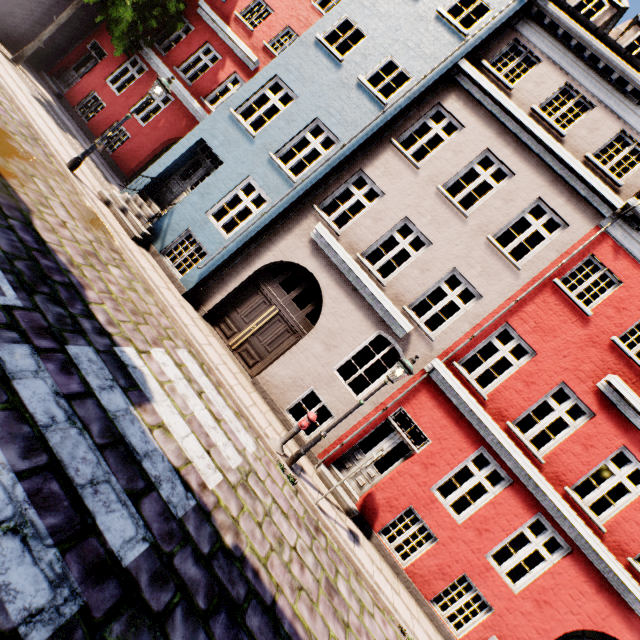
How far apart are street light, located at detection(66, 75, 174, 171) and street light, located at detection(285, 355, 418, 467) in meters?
9.5

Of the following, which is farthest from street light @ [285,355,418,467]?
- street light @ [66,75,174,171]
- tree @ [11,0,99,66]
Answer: tree @ [11,0,99,66]

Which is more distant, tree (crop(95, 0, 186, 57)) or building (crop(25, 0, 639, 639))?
tree (crop(95, 0, 186, 57))

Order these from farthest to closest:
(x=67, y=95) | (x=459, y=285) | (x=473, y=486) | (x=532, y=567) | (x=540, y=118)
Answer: (x=473, y=486) < (x=459, y=285) < (x=67, y=95) < (x=532, y=567) < (x=540, y=118)

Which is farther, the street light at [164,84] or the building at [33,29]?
the building at [33,29]

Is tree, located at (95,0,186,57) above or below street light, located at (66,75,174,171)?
above

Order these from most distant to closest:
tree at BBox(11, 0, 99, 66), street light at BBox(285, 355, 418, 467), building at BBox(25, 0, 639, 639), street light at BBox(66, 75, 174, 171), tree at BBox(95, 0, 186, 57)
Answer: tree at BBox(11, 0, 99, 66) → tree at BBox(95, 0, 186, 57) → street light at BBox(66, 75, 174, 171) → building at BBox(25, 0, 639, 639) → street light at BBox(285, 355, 418, 467)

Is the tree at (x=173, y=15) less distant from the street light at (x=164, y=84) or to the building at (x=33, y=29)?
the building at (x=33, y=29)
